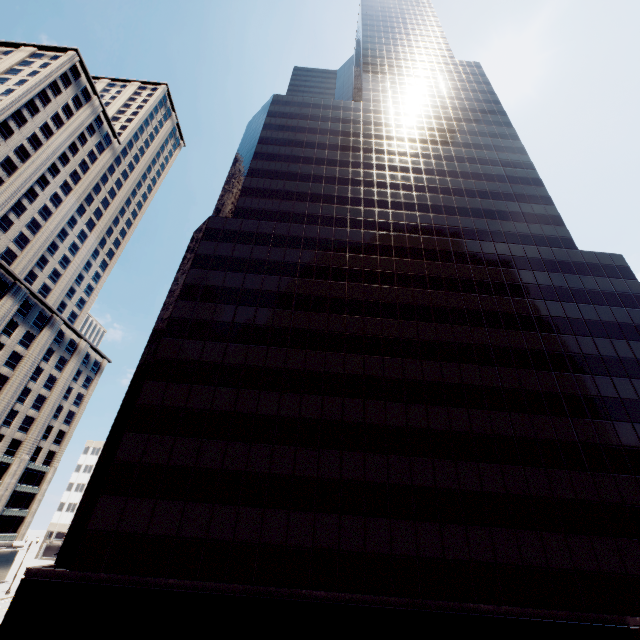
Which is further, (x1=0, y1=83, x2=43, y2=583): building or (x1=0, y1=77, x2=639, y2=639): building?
(x1=0, y1=83, x2=43, y2=583): building

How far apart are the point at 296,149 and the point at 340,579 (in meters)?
47.58

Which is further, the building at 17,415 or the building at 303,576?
the building at 17,415
